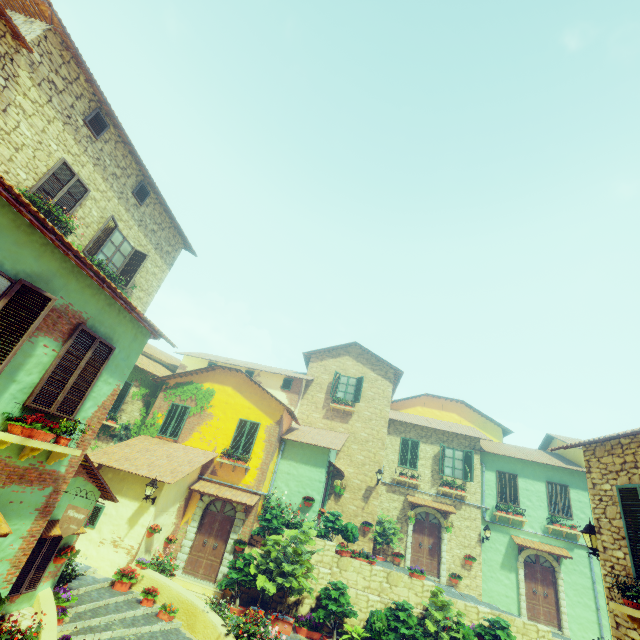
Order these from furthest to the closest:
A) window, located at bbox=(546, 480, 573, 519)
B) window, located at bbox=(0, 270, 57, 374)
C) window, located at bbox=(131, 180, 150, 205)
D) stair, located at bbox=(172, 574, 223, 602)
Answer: window, located at bbox=(546, 480, 573, 519) → stair, located at bbox=(172, 574, 223, 602) → window, located at bbox=(131, 180, 150, 205) → window, located at bbox=(0, 270, 57, 374)

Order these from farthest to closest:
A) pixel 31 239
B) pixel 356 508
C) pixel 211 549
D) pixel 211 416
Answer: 1. pixel 356 508
2. pixel 211 416
3. pixel 211 549
4. pixel 31 239

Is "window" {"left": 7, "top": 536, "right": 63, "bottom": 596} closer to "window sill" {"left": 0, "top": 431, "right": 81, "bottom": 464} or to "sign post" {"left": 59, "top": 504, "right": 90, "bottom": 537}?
"sign post" {"left": 59, "top": 504, "right": 90, "bottom": 537}

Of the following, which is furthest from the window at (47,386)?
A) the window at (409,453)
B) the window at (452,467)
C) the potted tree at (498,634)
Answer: the window at (452,467)

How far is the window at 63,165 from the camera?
8.6m

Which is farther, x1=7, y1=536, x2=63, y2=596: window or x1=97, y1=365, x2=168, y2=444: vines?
x1=97, y1=365, x2=168, y2=444: vines

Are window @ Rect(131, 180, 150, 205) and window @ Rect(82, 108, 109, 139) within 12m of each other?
yes

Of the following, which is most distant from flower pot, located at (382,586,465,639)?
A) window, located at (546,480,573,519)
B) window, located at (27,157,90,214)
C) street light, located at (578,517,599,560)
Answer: window, located at (27,157,90,214)
